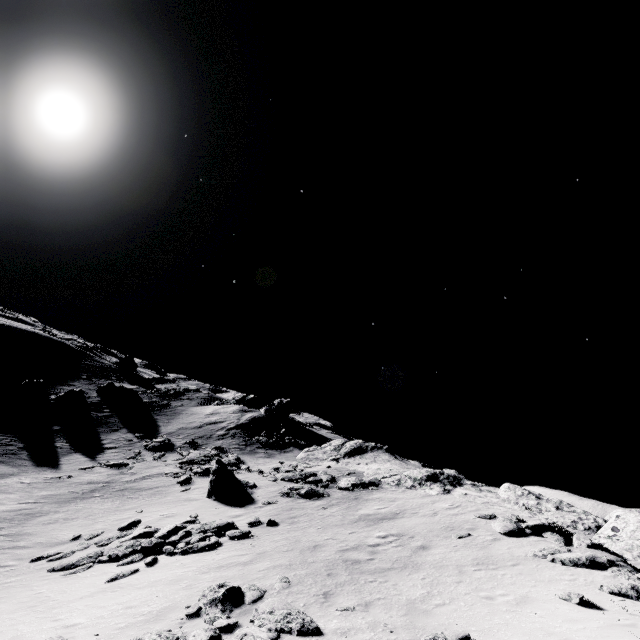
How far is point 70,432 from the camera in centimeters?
3369cm

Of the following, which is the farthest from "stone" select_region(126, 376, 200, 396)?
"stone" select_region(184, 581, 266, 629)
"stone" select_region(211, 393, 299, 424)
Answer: "stone" select_region(184, 581, 266, 629)

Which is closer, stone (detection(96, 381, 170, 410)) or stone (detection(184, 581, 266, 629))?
stone (detection(184, 581, 266, 629))

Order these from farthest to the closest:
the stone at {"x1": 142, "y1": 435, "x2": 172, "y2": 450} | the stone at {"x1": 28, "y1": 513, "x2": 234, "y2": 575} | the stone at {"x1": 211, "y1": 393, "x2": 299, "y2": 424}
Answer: the stone at {"x1": 211, "y1": 393, "x2": 299, "y2": 424} < the stone at {"x1": 142, "y1": 435, "x2": 172, "y2": 450} < the stone at {"x1": 28, "y1": 513, "x2": 234, "y2": 575}

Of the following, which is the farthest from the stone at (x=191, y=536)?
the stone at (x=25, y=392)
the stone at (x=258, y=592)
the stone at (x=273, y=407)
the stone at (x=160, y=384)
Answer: the stone at (x=160, y=384)

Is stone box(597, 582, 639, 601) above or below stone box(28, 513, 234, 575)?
above

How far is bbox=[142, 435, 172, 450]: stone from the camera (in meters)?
32.44

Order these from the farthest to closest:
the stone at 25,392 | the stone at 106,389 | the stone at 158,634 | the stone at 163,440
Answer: the stone at 106,389
the stone at 25,392
the stone at 163,440
the stone at 158,634
